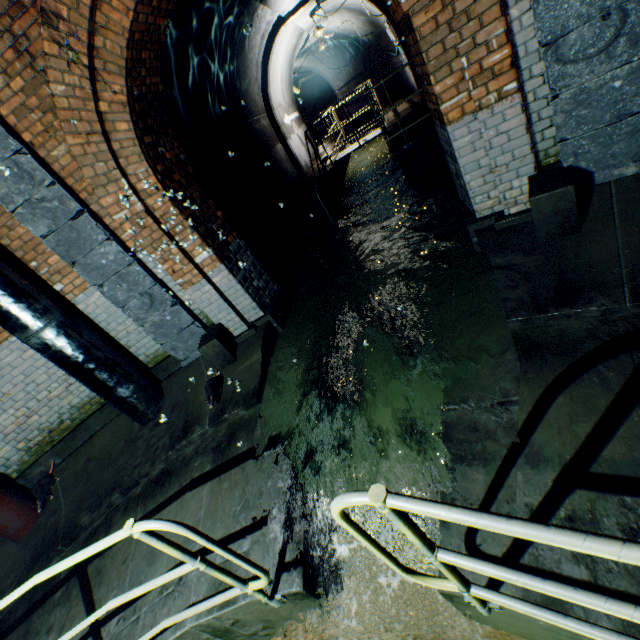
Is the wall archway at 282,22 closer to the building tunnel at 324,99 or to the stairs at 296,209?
the building tunnel at 324,99

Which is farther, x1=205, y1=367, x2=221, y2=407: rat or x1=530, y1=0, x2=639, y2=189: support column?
x1=205, y1=367, x2=221, y2=407: rat

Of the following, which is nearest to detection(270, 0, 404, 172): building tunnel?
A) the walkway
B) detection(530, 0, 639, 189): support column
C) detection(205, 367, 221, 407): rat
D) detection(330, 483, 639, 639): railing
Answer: the walkway

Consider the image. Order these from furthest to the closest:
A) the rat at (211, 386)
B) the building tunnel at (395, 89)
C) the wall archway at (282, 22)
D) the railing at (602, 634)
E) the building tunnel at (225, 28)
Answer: the building tunnel at (395, 89) < the wall archway at (282, 22) < the building tunnel at (225, 28) < the rat at (211, 386) < the railing at (602, 634)

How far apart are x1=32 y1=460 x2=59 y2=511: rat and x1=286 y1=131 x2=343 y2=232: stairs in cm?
681

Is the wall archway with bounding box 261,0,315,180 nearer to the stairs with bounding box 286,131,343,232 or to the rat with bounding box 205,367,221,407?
the stairs with bounding box 286,131,343,232

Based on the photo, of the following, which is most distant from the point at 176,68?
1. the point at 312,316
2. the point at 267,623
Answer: A: the point at 267,623

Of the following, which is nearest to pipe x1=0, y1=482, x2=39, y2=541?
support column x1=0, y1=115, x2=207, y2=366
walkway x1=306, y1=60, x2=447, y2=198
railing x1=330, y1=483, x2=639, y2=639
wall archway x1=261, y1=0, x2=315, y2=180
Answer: support column x1=0, y1=115, x2=207, y2=366
